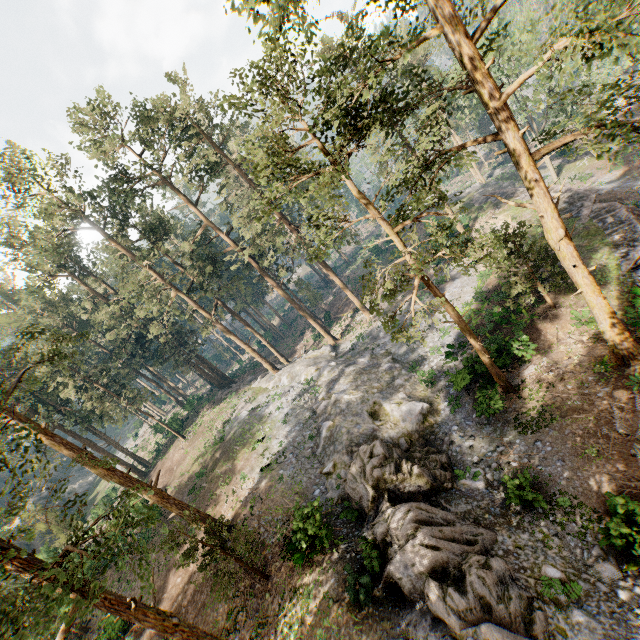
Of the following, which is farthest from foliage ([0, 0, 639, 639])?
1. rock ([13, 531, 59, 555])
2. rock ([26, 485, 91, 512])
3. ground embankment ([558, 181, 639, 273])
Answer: rock ([26, 485, 91, 512])

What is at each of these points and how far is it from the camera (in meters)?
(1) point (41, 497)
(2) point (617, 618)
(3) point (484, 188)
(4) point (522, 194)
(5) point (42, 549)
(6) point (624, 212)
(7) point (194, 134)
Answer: (1) rock, 54.03
(2) rock, 10.10
(3) rock, 47.22
(4) ground embankment, 35.53
(5) rock, 33.12
(6) ground embankment, 23.69
(7) foliage, 46.06

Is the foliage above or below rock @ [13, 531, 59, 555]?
above

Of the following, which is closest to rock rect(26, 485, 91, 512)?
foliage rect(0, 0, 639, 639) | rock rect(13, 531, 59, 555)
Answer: rock rect(13, 531, 59, 555)

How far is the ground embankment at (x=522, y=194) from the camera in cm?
3475

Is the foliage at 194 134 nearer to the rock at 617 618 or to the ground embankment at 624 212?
the rock at 617 618

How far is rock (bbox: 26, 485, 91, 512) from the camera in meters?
52.9 m

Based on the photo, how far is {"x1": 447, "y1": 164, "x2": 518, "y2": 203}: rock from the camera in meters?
44.7
